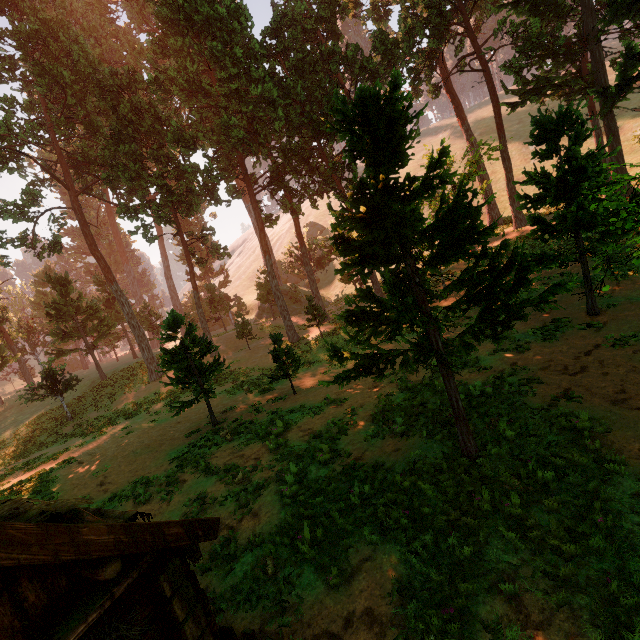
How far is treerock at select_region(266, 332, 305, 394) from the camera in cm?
1708

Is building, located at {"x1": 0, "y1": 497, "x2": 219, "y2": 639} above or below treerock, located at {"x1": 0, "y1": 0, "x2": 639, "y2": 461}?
below

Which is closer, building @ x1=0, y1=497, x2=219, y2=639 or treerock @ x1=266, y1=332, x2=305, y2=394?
building @ x1=0, y1=497, x2=219, y2=639

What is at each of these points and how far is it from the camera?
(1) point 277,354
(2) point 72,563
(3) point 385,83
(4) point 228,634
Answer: (1) treerock, 16.91m
(2) building, 3.78m
(3) treerock, 27.08m
(4) fence, 4.97m

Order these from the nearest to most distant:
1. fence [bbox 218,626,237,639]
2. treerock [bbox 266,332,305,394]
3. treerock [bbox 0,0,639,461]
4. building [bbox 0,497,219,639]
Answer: building [bbox 0,497,219,639], fence [bbox 218,626,237,639], treerock [bbox 0,0,639,461], treerock [bbox 266,332,305,394]

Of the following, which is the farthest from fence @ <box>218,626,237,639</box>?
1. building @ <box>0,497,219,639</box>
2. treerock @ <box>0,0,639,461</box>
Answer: treerock @ <box>0,0,639,461</box>

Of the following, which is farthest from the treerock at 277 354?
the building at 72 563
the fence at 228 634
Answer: the fence at 228 634

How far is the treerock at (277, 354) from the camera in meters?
17.1
